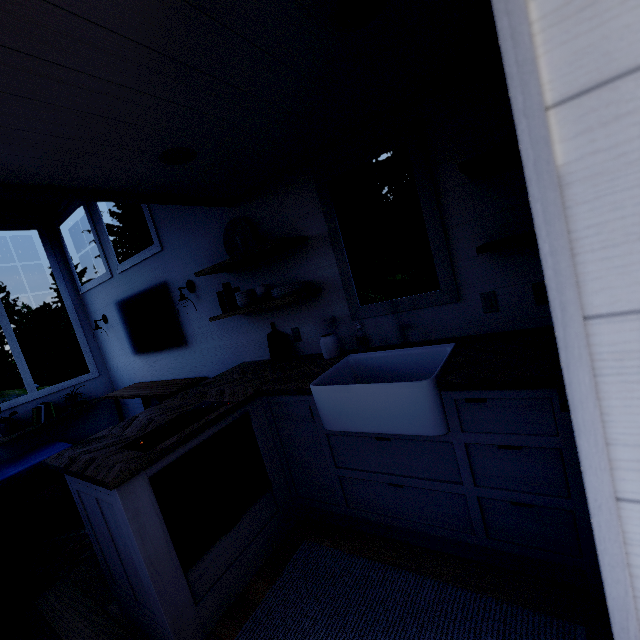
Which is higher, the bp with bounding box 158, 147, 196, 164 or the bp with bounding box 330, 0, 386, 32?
the bp with bounding box 158, 147, 196, 164

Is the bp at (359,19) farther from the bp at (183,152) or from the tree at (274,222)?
the bp at (183,152)

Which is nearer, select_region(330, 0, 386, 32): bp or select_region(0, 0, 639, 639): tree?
select_region(0, 0, 639, 639): tree

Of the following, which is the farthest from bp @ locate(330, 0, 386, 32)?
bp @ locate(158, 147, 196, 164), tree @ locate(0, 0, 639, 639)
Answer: bp @ locate(158, 147, 196, 164)

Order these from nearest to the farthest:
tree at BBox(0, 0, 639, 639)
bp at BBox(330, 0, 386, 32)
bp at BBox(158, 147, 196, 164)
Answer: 1. tree at BBox(0, 0, 639, 639)
2. bp at BBox(330, 0, 386, 32)
3. bp at BBox(158, 147, 196, 164)

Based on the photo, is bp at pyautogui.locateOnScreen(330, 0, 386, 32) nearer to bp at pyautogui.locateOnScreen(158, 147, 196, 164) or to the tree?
the tree

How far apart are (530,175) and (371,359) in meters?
2.0

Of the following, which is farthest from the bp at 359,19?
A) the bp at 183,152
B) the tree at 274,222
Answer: the bp at 183,152
